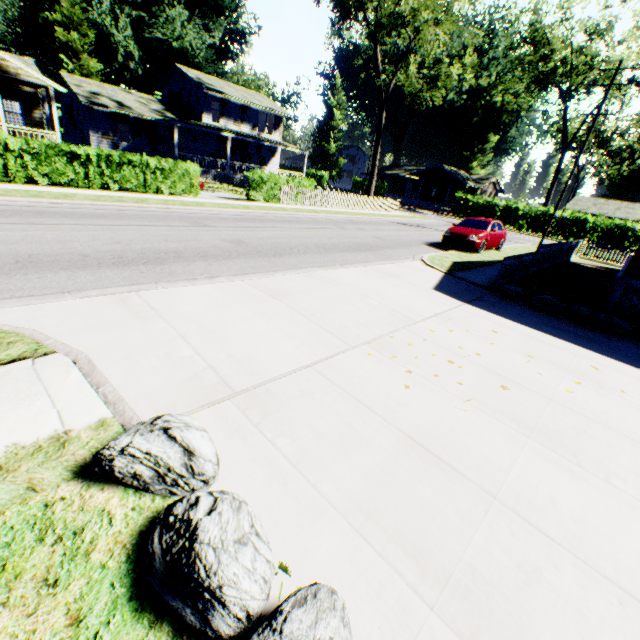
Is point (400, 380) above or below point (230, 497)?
below

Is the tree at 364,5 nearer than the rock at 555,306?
No

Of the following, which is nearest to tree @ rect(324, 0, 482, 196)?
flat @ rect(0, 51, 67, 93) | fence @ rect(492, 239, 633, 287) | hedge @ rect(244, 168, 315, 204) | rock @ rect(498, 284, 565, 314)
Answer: hedge @ rect(244, 168, 315, 204)

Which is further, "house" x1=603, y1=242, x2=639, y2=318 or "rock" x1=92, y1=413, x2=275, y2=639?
"house" x1=603, y1=242, x2=639, y2=318

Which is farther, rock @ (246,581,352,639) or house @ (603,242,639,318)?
house @ (603,242,639,318)

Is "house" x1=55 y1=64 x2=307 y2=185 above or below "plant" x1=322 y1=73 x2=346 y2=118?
below

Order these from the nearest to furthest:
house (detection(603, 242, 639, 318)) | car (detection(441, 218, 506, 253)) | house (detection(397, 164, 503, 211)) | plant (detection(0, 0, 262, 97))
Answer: house (detection(603, 242, 639, 318)), car (detection(441, 218, 506, 253)), plant (detection(0, 0, 262, 97)), house (detection(397, 164, 503, 211))

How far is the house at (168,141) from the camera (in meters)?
27.58
